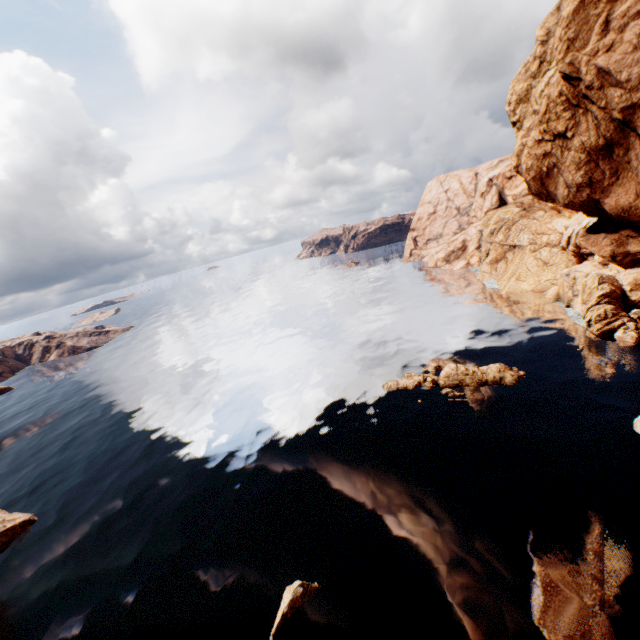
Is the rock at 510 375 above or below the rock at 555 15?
below

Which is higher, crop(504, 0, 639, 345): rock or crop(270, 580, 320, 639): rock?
crop(504, 0, 639, 345): rock

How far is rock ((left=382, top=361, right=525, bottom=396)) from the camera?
40.06m

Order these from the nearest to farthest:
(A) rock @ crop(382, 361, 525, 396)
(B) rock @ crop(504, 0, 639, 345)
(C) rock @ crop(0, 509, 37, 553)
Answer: (B) rock @ crop(504, 0, 639, 345)
(C) rock @ crop(0, 509, 37, 553)
(A) rock @ crop(382, 361, 525, 396)

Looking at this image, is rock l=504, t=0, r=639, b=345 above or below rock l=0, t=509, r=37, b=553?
above

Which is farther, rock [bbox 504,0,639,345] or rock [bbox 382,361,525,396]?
rock [bbox 382,361,525,396]

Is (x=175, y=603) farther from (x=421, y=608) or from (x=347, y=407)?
(x=347, y=407)

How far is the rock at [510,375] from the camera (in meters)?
40.06
